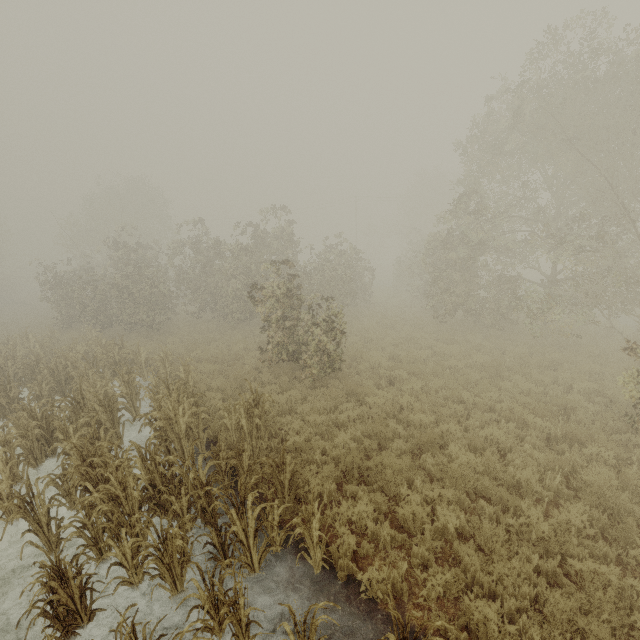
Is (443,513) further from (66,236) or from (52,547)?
(66,236)
